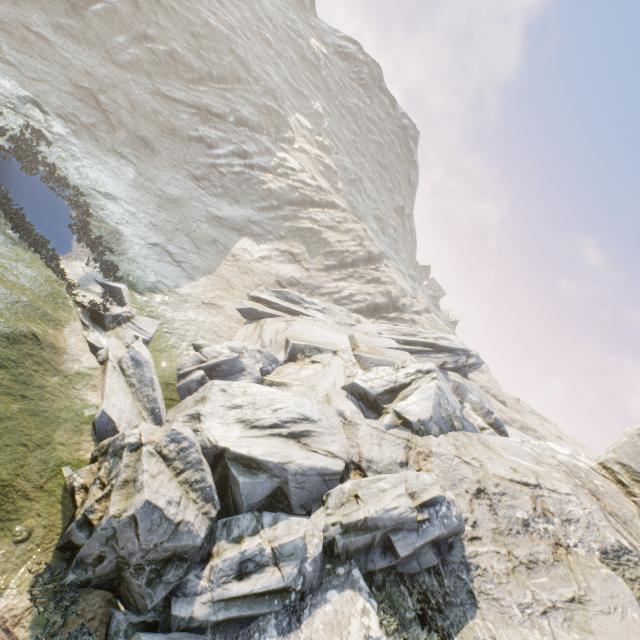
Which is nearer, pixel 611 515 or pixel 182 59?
pixel 611 515
